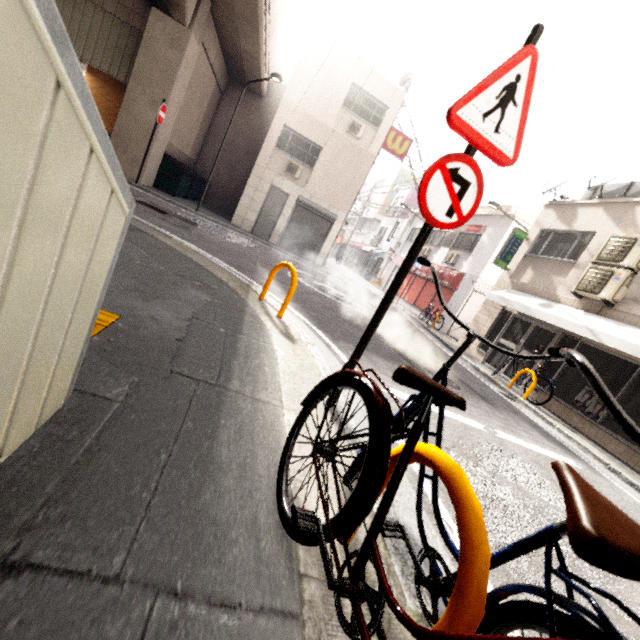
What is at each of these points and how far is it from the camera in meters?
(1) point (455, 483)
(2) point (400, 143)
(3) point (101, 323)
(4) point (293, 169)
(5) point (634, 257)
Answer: (1) barrier, 1.0 m
(2) sign, 15.7 m
(3) groundtactileadastrip, 2.2 m
(4) air conditioner, 15.1 m
(5) air conditioner, 7.8 m

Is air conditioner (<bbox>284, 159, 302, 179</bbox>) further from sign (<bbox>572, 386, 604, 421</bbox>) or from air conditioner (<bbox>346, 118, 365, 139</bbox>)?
sign (<bbox>572, 386, 604, 421</bbox>)

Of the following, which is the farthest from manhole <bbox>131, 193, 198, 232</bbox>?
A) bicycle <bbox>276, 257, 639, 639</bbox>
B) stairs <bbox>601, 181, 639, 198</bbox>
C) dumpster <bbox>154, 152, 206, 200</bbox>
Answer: stairs <bbox>601, 181, 639, 198</bbox>

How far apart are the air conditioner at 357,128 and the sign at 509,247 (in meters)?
8.22

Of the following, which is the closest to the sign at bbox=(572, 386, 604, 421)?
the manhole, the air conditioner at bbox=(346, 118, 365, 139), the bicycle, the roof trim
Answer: A: the bicycle

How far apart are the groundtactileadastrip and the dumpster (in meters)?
13.00

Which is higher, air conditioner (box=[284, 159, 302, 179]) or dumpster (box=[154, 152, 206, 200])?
air conditioner (box=[284, 159, 302, 179])

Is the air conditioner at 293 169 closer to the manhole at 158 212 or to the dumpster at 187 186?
the dumpster at 187 186
